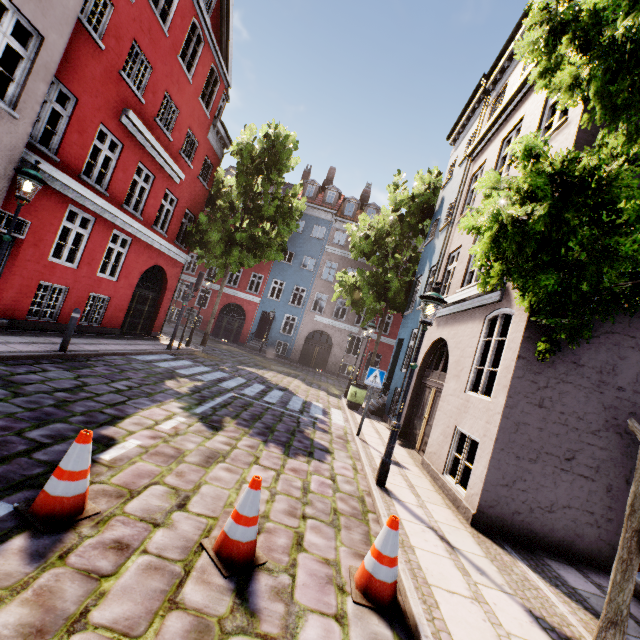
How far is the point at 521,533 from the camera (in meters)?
Result: 5.22

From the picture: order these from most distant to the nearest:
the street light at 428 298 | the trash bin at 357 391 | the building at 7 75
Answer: the trash bin at 357 391 → the building at 7 75 → the street light at 428 298

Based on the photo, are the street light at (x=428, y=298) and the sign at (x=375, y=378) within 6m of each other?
yes

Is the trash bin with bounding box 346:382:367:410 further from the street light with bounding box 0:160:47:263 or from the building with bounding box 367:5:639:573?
the street light with bounding box 0:160:47:263

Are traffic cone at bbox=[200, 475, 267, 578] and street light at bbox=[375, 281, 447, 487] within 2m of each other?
no

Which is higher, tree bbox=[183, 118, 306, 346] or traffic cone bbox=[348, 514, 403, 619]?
tree bbox=[183, 118, 306, 346]

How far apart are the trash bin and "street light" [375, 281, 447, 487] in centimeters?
707cm

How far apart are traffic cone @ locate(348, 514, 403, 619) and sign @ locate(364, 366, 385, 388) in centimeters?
558cm
